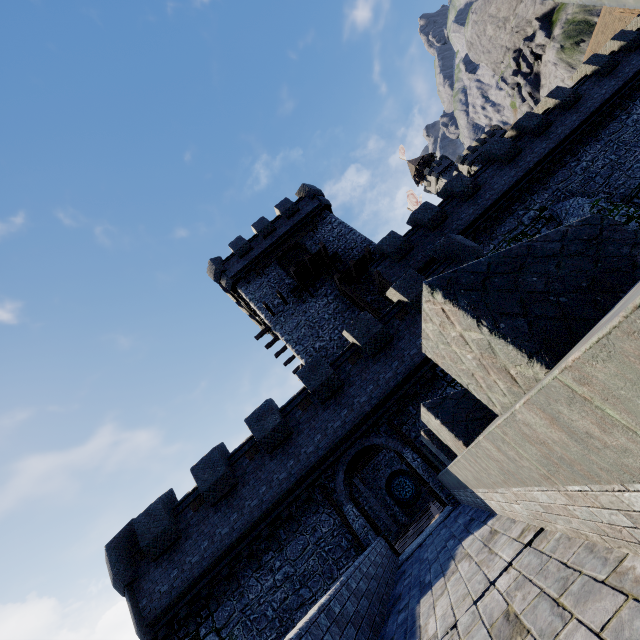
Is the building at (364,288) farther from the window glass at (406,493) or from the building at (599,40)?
the building at (599,40)

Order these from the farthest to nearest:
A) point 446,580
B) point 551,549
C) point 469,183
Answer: point 469,183
point 446,580
point 551,549

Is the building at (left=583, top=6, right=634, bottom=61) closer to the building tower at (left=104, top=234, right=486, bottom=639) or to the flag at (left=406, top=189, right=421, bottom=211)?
the flag at (left=406, top=189, right=421, bottom=211)

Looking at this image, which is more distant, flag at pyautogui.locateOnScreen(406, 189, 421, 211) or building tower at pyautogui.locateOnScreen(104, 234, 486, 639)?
flag at pyautogui.locateOnScreen(406, 189, 421, 211)

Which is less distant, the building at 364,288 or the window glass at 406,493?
the building at 364,288

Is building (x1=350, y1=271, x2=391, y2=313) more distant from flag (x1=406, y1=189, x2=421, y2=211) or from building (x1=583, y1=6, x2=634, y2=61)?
building (x1=583, y1=6, x2=634, y2=61)

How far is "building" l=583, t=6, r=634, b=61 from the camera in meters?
35.1 m
